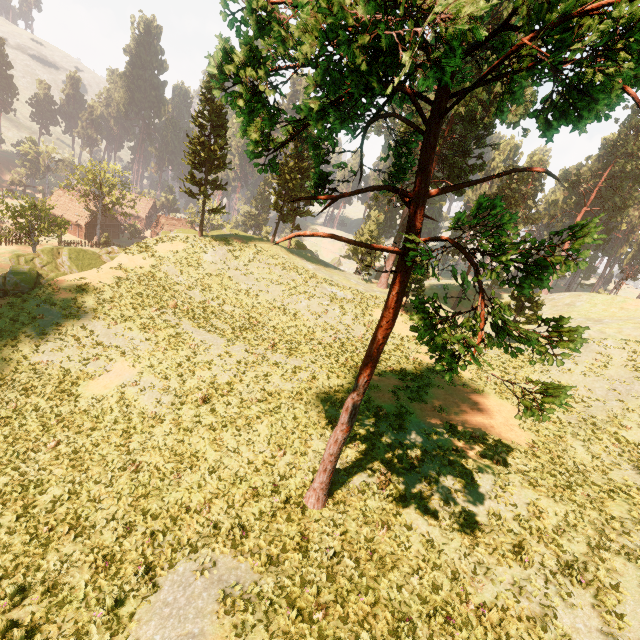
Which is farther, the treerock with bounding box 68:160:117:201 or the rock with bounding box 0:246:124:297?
the treerock with bounding box 68:160:117:201

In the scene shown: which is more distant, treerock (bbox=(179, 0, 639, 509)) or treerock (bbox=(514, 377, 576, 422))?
treerock (bbox=(514, 377, 576, 422))

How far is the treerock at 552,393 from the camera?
5.5 meters

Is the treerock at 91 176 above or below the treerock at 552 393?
below

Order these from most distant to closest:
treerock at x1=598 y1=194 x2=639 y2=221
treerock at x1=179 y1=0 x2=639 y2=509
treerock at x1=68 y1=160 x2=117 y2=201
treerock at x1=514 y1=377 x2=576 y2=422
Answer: treerock at x1=598 y1=194 x2=639 y2=221, treerock at x1=68 y1=160 x2=117 y2=201, treerock at x1=514 y1=377 x2=576 y2=422, treerock at x1=179 y1=0 x2=639 y2=509

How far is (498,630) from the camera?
8.7m
